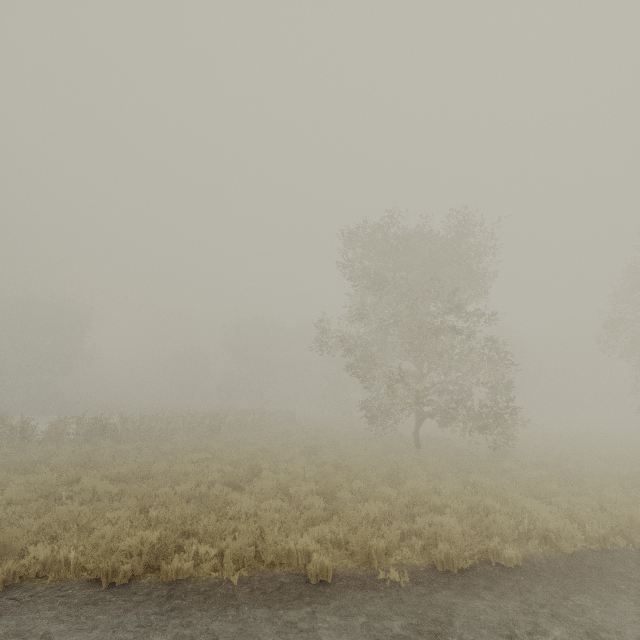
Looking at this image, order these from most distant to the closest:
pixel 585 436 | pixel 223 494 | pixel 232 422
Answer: pixel 232 422
pixel 585 436
pixel 223 494
